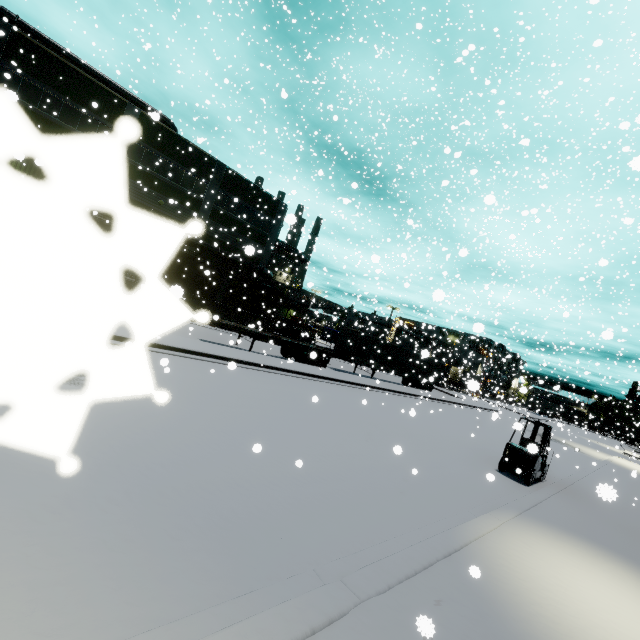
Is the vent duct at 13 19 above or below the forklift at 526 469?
above

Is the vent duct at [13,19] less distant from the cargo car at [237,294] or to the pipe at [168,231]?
the cargo car at [237,294]

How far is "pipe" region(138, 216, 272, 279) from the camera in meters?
0.1

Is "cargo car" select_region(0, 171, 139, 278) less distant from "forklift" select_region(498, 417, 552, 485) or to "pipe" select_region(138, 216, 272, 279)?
"pipe" select_region(138, 216, 272, 279)

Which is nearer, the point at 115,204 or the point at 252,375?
the point at 115,204

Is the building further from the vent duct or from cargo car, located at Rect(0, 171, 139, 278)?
cargo car, located at Rect(0, 171, 139, 278)

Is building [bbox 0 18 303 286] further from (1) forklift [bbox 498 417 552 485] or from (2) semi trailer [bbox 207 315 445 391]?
(1) forklift [bbox 498 417 552 485]

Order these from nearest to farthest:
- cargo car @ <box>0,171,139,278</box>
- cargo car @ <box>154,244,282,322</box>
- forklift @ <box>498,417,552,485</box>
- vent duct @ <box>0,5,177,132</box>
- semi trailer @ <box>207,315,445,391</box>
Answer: cargo car @ <box>0,171,139,278</box> → forklift @ <box>498,417,552,485</box> → semi trailer @ <box>207,315,445,391</box> → vent duct @ <box>0,5,177,132</box> → cargo car @ <box>154,244,282,322</box>
